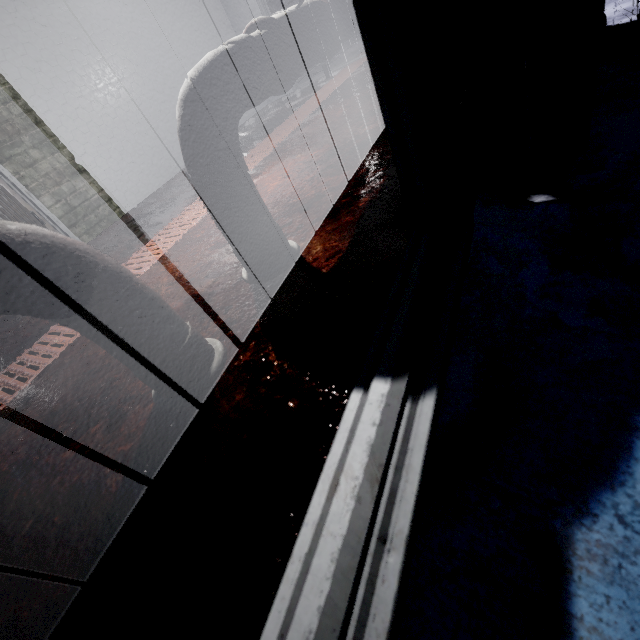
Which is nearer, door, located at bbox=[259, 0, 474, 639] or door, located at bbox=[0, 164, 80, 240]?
door, located at bbox=[259, 0, 474, 639]

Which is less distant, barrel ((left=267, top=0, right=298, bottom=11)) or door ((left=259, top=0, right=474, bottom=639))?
door ((left=259, top=0, right=474, bottom=639))

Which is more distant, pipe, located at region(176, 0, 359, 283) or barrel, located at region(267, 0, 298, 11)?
barrel, located at region(267, 0, 298, 11)

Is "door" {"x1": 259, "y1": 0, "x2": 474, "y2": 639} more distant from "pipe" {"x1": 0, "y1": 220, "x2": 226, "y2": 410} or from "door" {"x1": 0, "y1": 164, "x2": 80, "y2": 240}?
"door" {"x1": 0, "y1": 164, "x2": 80, "y2": 240}

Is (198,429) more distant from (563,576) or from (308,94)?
(308,94)

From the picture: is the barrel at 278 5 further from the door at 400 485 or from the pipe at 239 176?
the door at 400 485

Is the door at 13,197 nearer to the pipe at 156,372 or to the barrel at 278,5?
the pipe at 156,372

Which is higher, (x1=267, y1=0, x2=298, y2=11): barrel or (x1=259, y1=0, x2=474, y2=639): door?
(x1=267, y1=0, x2=298, y2=11): barrel
